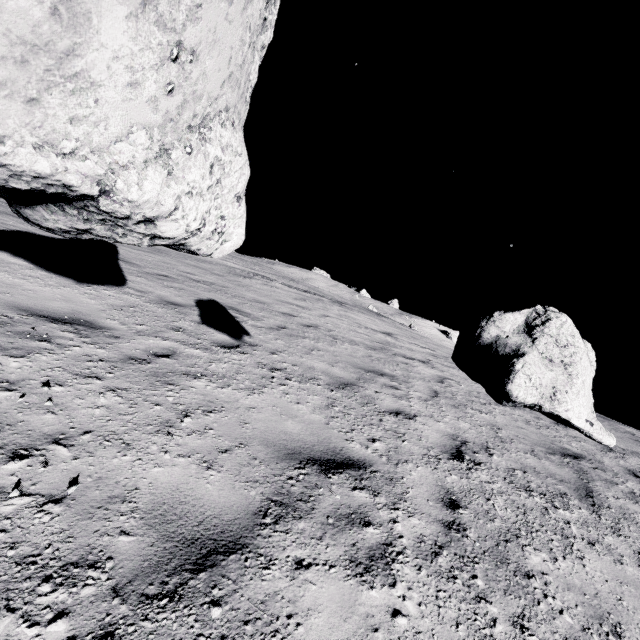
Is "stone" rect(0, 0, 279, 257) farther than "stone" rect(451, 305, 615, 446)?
No

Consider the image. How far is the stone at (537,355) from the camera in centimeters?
176cm

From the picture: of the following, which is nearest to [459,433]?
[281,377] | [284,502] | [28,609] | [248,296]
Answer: [281,377]

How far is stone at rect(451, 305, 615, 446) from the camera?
1.8m

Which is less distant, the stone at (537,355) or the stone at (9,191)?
the stone at (9,191)
